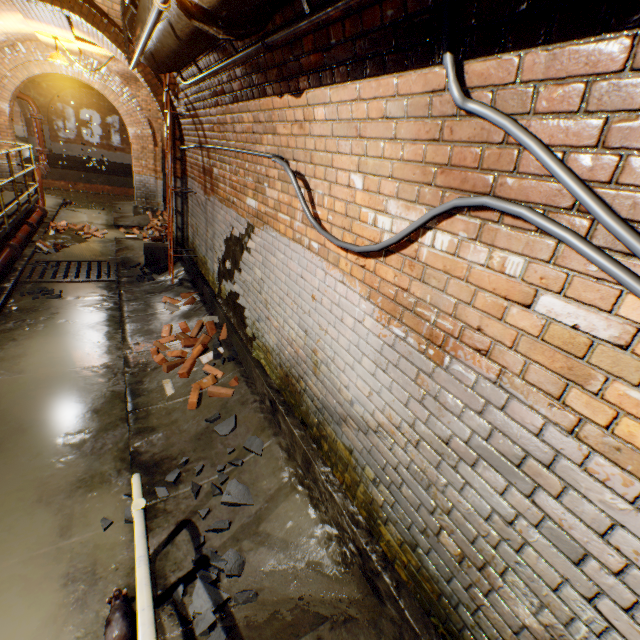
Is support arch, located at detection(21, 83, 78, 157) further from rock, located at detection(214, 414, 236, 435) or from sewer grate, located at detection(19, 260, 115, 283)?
rock, located at detection(214, 414, 236, 435)

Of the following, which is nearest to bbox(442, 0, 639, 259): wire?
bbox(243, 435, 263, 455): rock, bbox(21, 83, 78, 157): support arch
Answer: bbox(243, 435, 263, 455): rock

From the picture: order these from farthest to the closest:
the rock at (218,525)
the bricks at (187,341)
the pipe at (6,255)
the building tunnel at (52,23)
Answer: the building tunnel at (52,23) → the pipe at (6,255) → the bricks at (187,341) → the rock at (218,525)

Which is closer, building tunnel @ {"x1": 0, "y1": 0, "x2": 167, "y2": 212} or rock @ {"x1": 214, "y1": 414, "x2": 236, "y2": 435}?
rock @ {"x1": 214, "y1": 414, "x2": 236, "y2": 435}

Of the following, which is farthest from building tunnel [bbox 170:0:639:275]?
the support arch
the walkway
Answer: the support arch

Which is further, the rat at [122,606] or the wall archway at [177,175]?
the wall archway at [177,175]

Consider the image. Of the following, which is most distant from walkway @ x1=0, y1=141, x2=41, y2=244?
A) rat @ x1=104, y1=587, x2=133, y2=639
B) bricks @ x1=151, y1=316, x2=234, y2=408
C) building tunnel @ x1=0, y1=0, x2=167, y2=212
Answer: bricks @ x1=151, y1=316, x2=234, y2=408

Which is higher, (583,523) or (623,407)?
(623,407)
